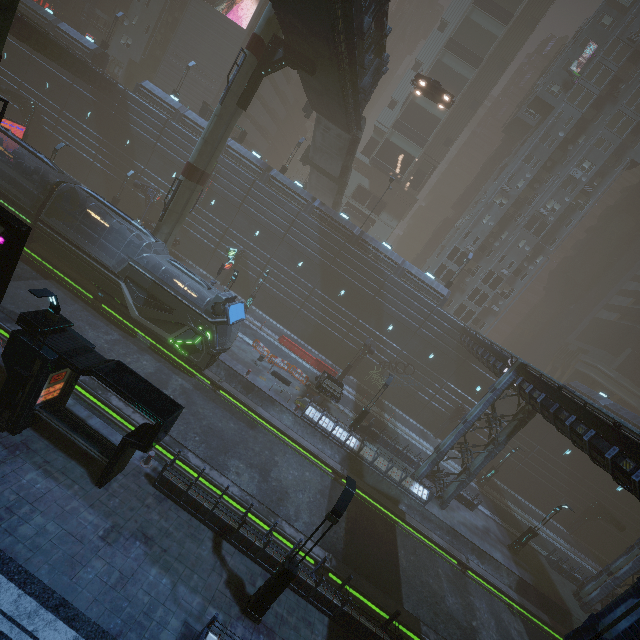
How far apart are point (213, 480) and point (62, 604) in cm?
657

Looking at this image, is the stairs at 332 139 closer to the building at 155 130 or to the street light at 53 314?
the building at 155 130

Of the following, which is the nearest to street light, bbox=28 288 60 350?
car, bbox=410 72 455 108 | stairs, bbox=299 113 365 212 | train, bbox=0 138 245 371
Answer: train, bbox=0 138 245 371

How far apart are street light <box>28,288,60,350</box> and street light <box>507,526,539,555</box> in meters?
31.8 m

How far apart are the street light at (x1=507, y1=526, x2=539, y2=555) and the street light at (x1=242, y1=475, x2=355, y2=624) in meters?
22.2

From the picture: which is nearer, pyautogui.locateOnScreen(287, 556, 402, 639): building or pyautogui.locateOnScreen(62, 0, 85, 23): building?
pyautogui.locateOnScreen(287, 556, 402, 639): building

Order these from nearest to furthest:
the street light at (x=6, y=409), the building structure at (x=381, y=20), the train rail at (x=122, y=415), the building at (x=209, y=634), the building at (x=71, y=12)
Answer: the building at (x=209, y=634) < the street light at (x=6, y=409) < the train rail at (x=122, y=415) < the building structure at (x=381, y=20) < the building at (x=71, y=12)

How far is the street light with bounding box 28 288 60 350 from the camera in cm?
901
